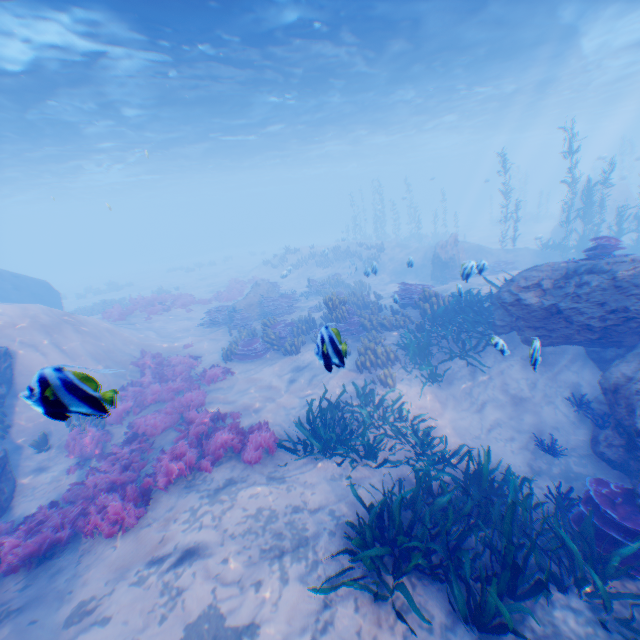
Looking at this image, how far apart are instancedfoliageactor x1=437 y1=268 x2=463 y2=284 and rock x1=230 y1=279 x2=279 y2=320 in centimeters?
987cm

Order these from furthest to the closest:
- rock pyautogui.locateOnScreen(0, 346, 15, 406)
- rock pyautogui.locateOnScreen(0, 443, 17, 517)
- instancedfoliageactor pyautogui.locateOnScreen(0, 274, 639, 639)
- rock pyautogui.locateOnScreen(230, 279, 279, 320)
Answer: rock pyautogui.locateOnScreen(230, 279, 279, 320)
rock pyautogui.locateOnScreen(0, 346, 15, 406)
rock pyautogui.locateOnScreen(0, 443, 17, 517)
instancedfoliageactor pyautogui.locateOnScreen(0, 274, 639, 639)

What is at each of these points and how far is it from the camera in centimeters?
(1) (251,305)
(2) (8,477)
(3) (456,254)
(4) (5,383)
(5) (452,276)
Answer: (1) rock, 1905cm
(2) rock, 827cm
(3) rock, 2002cm
(4) rock, 951cm
(5) instancedfoliageactor, 2008cm

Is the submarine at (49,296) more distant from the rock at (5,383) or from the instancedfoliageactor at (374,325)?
the instancedfoliageactor at (374,325)

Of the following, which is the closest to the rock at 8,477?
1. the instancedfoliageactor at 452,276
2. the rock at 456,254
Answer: the rock at 456,254

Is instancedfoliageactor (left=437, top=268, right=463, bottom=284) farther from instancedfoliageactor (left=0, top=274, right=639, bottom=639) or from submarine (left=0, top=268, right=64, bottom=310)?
instancedfoliageactor (left=0, top=274, right=639, bottom=639)

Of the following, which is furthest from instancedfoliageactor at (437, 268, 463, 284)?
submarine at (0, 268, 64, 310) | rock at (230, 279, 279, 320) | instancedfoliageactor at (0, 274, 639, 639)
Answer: instancedfoliageactor at (0, 274, 639, 639)

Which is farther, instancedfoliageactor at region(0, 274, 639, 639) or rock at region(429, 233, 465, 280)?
rock at region(429, 233, 465, 280)
